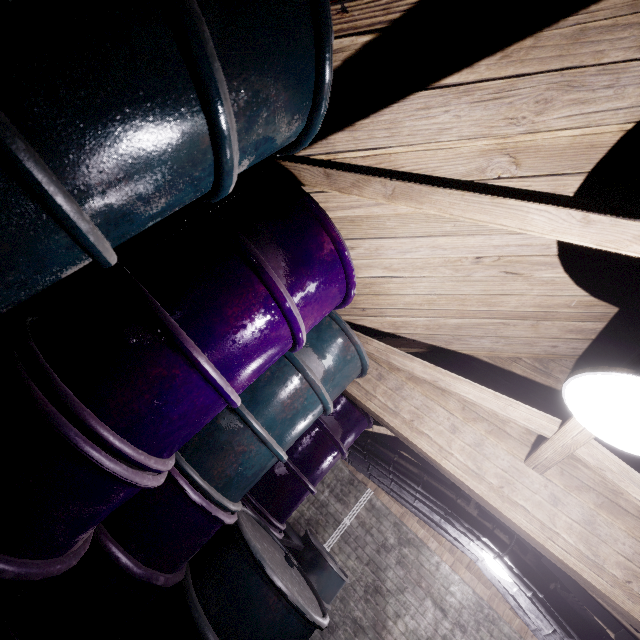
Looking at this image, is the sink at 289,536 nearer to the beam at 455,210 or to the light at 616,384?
the beam at 455,210

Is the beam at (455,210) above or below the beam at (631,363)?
below

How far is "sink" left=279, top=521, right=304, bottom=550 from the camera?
3.1m

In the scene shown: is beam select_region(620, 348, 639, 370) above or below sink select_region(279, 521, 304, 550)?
above

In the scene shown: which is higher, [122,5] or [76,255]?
[122,5]

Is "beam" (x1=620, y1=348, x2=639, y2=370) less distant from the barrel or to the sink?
the barrel

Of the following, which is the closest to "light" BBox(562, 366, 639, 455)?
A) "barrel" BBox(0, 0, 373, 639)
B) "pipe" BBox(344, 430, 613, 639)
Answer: "barrel" BBox(0, 0, 373, 639)

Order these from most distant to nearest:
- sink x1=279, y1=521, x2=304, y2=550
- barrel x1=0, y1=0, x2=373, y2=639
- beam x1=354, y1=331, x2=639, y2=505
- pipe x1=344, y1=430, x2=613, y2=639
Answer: sink x1=279, y1=521, x2=304, y2=550
pipe x1=344, y1=430, x2=613, y2=639
beam x1=354, y1=331, x2=639, y2=505
barrel x1=0, y1=0, x2=373, y2=639
